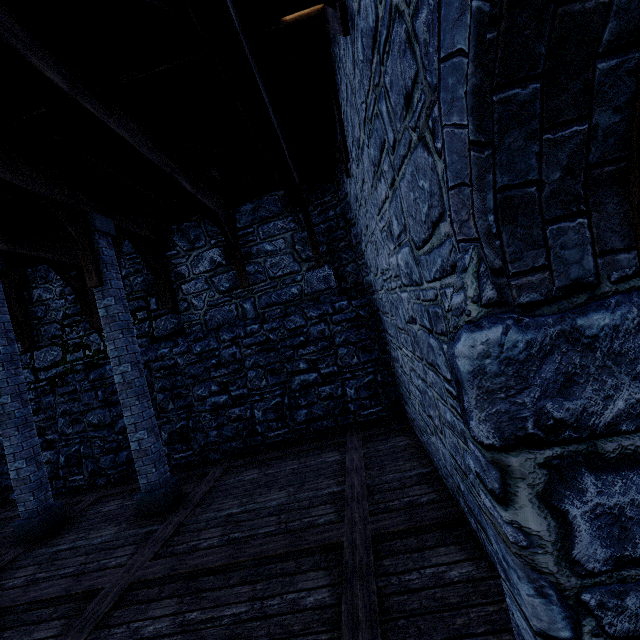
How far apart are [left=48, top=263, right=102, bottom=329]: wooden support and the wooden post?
4.33m

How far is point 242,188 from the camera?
7.4 meters

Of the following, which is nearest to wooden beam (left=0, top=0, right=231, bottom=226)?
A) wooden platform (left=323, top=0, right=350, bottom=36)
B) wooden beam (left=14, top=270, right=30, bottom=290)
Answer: wooden platform (left=323, top=0, right=350, bottom=36)

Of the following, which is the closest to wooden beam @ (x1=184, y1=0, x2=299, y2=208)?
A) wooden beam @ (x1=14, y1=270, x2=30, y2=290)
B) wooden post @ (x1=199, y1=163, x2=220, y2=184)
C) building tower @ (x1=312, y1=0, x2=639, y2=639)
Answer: building tower @ (x1=312, y1=0, x2=639, y2=639)

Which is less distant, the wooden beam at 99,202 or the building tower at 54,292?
the wooden beam at 99,202

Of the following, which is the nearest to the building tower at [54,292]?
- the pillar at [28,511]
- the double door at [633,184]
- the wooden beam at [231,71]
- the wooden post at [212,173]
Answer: the double door at [633,184]

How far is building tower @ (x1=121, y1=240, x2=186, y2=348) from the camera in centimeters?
832cm

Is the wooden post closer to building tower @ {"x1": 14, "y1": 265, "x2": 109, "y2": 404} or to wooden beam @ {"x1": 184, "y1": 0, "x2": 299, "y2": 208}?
wooden beam @ {"x1": 184, "y1": 0, "x2": 299, "y2": 208}
